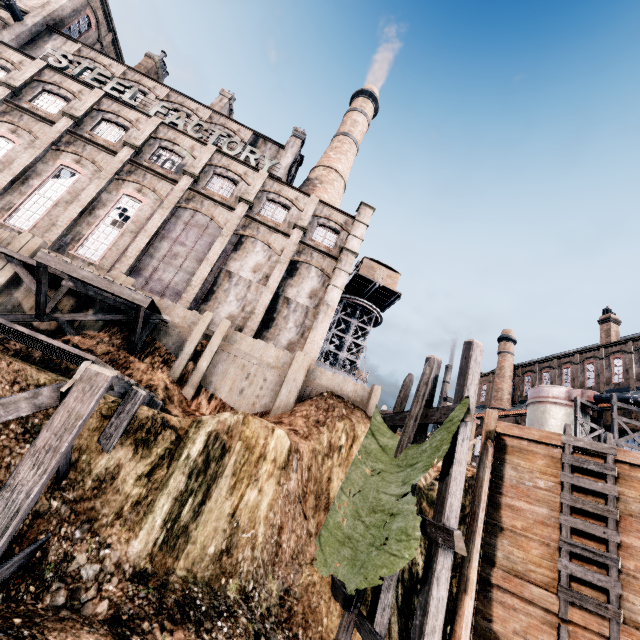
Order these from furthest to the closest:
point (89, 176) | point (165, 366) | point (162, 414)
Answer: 1. point (89, 176)
2. point (165, 366)
3. point (162, 414)

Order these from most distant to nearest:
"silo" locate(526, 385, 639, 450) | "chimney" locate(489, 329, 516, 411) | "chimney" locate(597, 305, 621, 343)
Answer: "chimney" locate(489, 329, 516, 411)
"chimney" locate(597, 305, 621, 343)
"silo" locate(526, 385, 639, 450)

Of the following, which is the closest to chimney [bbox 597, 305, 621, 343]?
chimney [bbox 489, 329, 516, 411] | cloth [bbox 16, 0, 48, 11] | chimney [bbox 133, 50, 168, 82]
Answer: chimney [bbox 489, 329, 516, 411]

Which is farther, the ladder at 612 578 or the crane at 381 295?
the crane at 381 295

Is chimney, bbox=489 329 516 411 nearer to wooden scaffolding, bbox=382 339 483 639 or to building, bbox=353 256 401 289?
building, bbox=353 256 401 289

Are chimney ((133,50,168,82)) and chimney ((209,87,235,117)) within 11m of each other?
yes

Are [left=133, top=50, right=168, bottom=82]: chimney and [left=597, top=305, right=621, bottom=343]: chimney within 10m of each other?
no

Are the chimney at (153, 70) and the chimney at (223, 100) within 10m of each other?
yes
